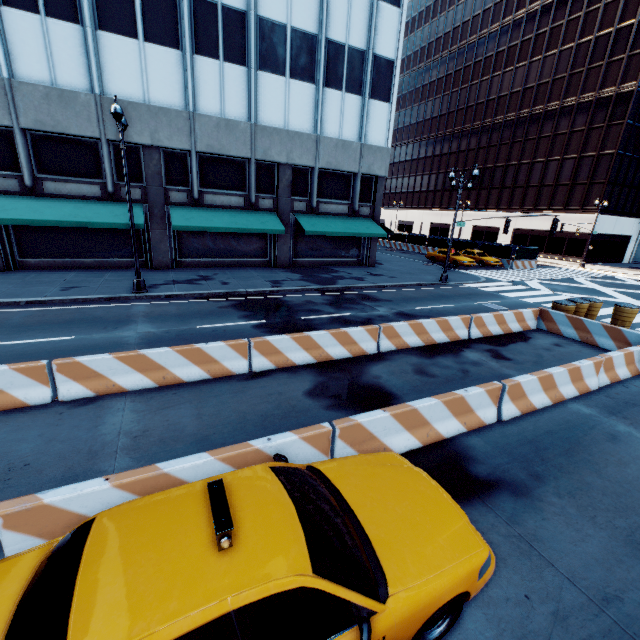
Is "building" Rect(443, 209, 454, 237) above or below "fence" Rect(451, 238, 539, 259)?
above

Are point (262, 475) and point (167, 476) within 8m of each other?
yes

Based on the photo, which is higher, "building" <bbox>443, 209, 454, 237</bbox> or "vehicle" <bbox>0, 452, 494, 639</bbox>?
"building" <bbox>443, 209, 454, 237</bbox>

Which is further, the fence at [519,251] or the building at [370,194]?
the fence at [519,251]

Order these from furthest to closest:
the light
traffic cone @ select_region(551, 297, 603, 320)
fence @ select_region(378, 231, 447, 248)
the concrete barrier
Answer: fence @ select_region(378, 231, 447, 248) → traffic cone @ select_region(551, 297, 603, 320) → the light → the concrete barrier

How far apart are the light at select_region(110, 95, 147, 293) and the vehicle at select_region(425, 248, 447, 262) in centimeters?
2646cm

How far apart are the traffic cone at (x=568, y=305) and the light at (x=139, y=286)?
18.9 meters

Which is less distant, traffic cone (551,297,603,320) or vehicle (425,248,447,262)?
traffic cone (551,297,603,320)
